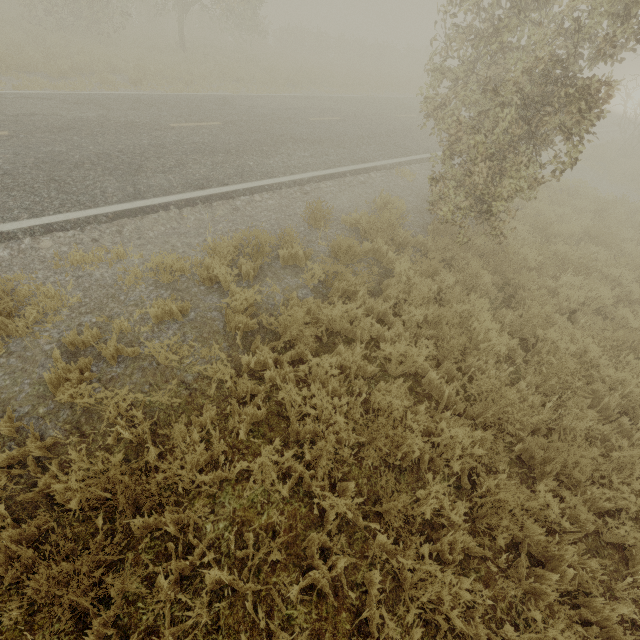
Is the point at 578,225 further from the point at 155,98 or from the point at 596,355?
the point at 155,98
